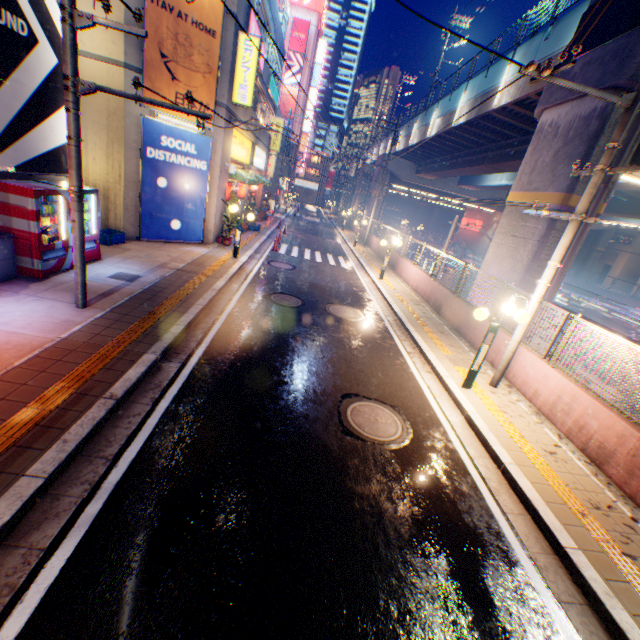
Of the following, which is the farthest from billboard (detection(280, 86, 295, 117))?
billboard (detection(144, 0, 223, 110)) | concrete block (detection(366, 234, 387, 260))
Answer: billboard (detection(144, 0, 223, 110))

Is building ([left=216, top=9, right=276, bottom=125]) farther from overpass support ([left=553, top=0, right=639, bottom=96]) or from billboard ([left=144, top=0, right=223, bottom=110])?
overpass support ([left=553, top=0, right=639, bottom=96])

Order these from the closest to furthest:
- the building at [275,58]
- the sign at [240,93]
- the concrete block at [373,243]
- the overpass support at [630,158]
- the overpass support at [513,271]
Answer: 1. the overpass support at [630,158]
2. the overpass support at [513,271]
3. the sign at [240,93]
4. the building at [275,58]
5. the concrete block at [373,243]

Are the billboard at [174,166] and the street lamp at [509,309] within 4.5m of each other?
no

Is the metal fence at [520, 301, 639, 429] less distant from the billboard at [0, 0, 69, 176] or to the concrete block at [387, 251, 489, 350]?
the concrete block at [387, 251, 489, 350]

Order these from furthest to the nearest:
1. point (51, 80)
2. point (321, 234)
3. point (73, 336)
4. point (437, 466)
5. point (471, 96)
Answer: point (321, 234), point (471, 96), point (51, 80), point (73, 336), point (437, 466)

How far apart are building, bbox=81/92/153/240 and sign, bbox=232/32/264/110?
3.0 meters

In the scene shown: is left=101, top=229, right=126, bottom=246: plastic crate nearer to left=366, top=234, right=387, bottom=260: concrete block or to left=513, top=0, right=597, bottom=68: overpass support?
left=366, top=234, right=387, bottom=260: concrete block
